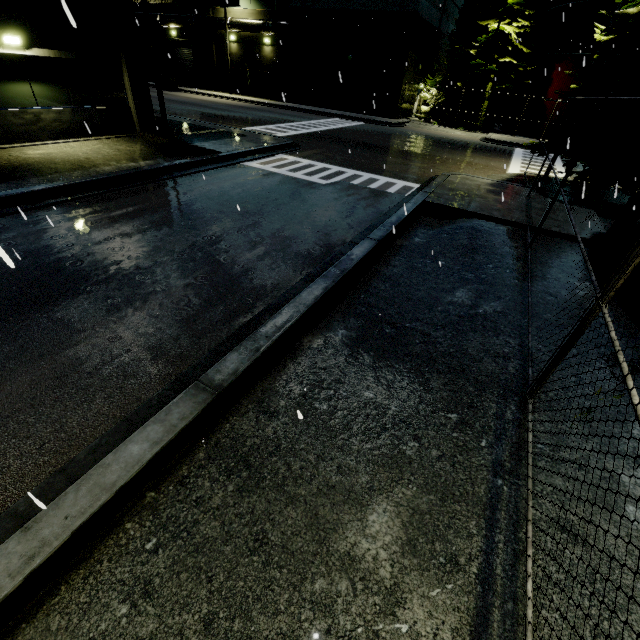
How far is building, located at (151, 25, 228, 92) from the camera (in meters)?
35.06

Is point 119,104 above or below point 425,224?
above

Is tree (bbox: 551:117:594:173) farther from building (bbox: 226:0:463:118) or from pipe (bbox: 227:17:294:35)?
pipe (bbox: 227:17:294:35)

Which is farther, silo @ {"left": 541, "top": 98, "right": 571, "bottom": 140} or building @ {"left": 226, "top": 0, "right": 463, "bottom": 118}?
building @ {"left": 226, "top": 0, "right": 463, "bottom": 118}

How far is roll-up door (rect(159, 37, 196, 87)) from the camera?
37.44m

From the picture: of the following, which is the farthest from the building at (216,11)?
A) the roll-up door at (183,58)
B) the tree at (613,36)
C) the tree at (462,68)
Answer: the tree at (613,36)

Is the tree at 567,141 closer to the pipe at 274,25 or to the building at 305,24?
the building at 305,24

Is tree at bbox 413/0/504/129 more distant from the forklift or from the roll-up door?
the forklift
